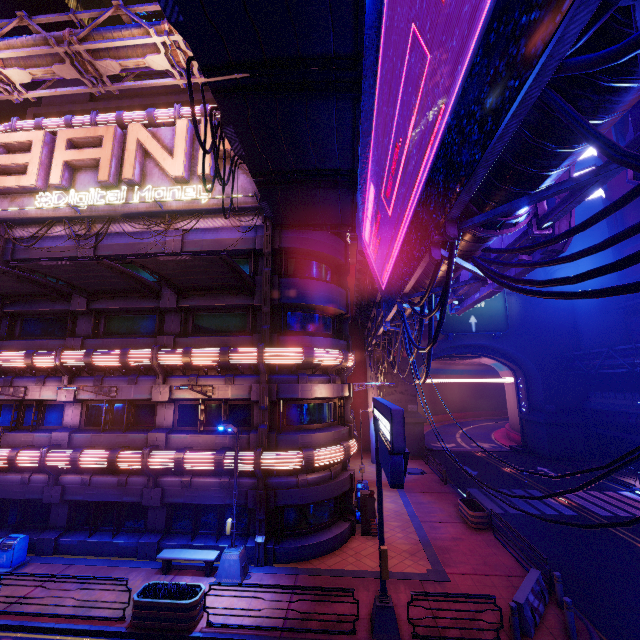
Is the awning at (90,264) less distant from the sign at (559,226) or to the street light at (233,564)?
the street light at (233,564)

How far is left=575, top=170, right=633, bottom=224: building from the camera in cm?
3294

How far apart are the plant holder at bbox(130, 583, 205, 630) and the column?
37.8m

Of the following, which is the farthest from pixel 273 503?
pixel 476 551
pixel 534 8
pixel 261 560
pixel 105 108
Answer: pixel 105 108

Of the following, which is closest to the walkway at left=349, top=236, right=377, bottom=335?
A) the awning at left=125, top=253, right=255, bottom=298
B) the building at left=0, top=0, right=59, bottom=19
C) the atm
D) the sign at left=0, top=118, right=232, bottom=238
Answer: the sign at left=0, top=118, right=232, bottom=238

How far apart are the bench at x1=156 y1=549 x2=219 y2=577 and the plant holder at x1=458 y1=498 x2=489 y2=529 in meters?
12.9 m

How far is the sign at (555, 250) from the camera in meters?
6.9 m

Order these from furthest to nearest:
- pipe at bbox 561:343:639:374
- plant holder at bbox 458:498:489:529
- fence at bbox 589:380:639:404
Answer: fence at bbox 589:380:639:404, pipe at bbox 561:343:639:374, plant holder at bbox 458:498:489:529
